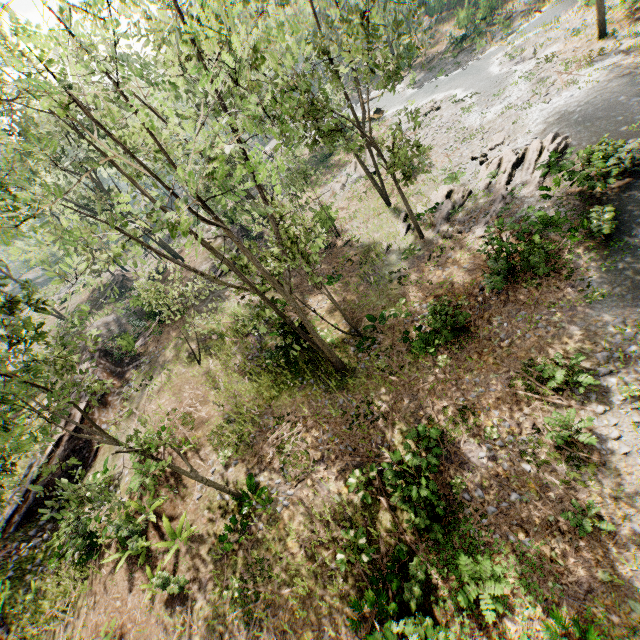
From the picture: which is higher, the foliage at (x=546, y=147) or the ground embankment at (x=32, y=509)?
the ground embankment at (x=32, y=509)

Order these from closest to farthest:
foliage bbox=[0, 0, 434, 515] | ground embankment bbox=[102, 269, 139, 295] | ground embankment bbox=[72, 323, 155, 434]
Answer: foliage bbox=[0, 0, 434, 515], ground embankment bbox=[72, 323, 155, 434], ground embankment bbox=[102, 269, 139, 295]

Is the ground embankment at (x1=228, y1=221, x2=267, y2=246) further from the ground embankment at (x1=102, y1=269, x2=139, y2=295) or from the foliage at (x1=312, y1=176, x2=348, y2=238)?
the ground embankment at (x1=102, y1=269, x2=139, y2=295)

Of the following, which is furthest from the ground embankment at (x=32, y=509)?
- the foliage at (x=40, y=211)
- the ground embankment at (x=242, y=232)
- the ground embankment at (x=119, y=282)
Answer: the ground embankment at (x=119, y=282)

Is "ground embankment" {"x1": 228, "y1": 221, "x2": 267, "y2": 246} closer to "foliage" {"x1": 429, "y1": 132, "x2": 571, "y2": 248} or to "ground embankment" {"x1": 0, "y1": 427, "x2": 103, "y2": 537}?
"foliage" {"x1": 429, "y1": 132, "x2": 571, "y2": 248}

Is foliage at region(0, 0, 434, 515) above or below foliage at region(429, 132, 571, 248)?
above

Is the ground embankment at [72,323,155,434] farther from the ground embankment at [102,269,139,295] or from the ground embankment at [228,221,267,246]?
the ground embankment at [102,269,139,295]

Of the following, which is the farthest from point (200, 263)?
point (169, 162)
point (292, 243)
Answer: point (292, 243)
